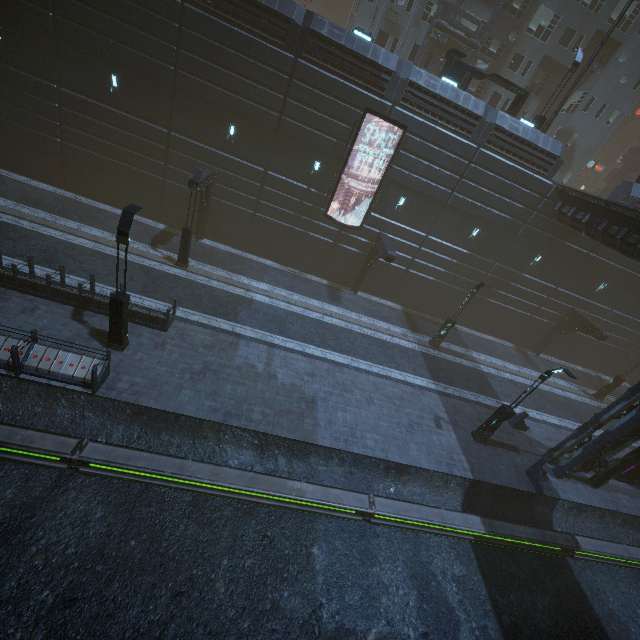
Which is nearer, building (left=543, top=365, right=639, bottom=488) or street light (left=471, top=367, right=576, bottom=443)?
street light (left=471, top=367, right=576, bottom=443)

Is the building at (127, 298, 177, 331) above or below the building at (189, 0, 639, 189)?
below

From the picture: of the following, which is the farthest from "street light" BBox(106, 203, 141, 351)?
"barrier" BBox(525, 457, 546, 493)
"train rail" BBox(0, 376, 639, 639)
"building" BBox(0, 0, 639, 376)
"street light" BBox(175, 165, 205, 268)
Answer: "barrier" BBox(525, 457, 546, 493)

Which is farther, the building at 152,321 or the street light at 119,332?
the building at 152,321

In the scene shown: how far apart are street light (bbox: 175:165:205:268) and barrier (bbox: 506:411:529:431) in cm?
2076

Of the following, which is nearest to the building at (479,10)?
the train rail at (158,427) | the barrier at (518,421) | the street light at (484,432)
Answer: the train rail at (158,427)

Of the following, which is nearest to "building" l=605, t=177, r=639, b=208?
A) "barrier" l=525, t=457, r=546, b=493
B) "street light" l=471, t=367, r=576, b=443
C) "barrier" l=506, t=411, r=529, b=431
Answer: "barrier" l=525, t=457, r=546, b=493

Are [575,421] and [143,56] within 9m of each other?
no
